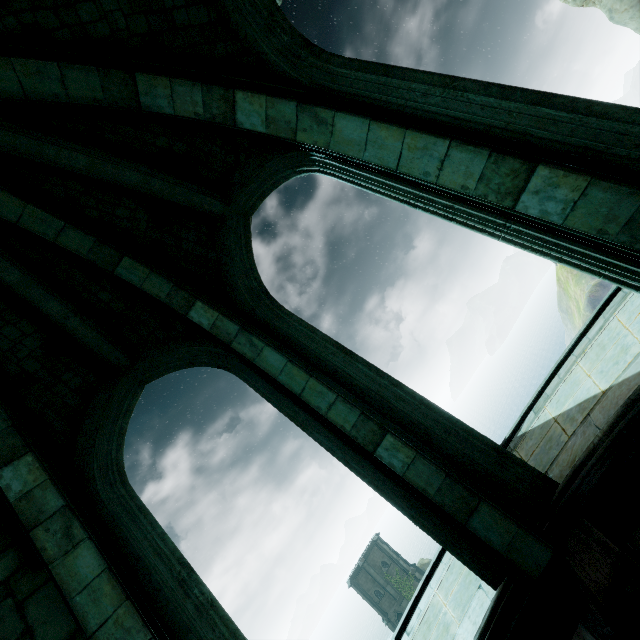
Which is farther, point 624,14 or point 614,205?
point 624,14
